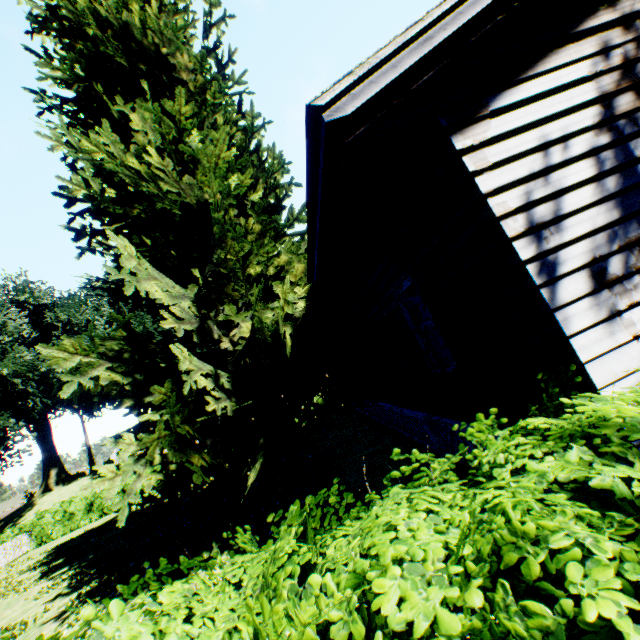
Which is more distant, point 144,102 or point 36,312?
point 36,312

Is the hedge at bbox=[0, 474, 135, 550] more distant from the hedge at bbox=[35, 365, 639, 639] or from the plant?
the plant

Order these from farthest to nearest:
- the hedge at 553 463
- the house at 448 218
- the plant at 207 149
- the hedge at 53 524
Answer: the hedge at 53 524
the plant at 207 149
the house at 448 218
the hedge at 553 463

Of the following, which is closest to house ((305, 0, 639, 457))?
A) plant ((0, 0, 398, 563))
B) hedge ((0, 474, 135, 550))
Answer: plant ((0, 0, 398, 563))

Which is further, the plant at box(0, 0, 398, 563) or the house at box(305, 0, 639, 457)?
the plant at box(0, 0, 398, 563)

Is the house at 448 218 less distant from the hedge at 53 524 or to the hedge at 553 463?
the hedge at 553 463

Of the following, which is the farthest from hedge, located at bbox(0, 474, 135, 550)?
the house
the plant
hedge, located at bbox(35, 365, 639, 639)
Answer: the house

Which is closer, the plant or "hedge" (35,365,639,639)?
"hedge" (35,365,639,639)
